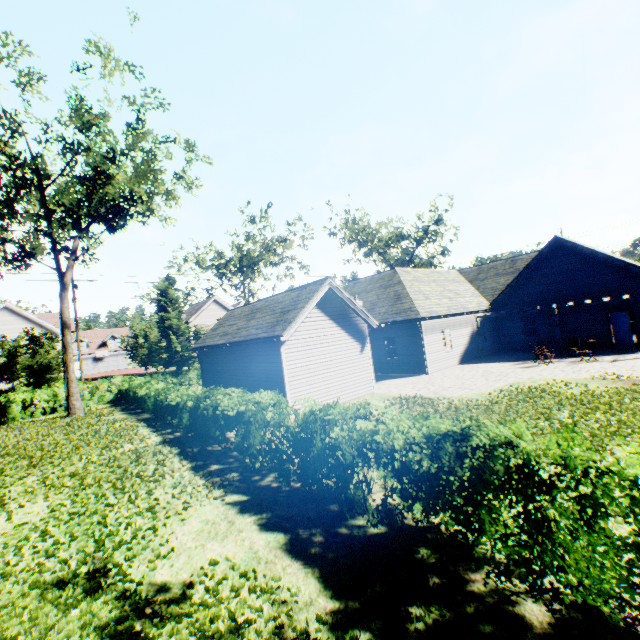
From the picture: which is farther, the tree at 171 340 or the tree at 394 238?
the tree at 394 238

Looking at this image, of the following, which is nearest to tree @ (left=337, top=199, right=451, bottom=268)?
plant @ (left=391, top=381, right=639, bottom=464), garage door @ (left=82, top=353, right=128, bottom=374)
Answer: plant @ (left=391, top=381, right=639, bottom=464)

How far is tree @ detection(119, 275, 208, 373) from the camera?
29.0m

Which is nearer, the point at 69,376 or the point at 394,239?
the point at 69,376

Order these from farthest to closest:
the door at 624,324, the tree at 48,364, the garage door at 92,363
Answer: the garage door at 92,363 < the door at 624,324 < the tree at 48,364

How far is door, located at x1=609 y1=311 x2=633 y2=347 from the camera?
19.2m

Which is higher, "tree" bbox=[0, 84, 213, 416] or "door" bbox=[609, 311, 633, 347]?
"tree" bbox=[0, 84, 213, 416]
